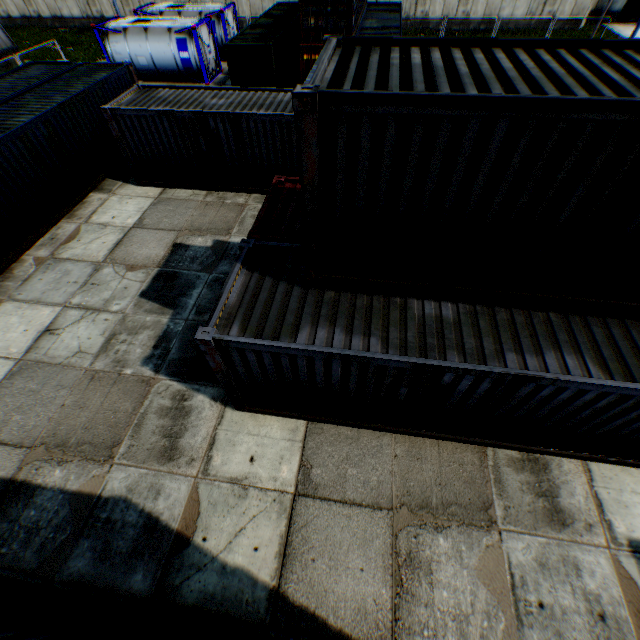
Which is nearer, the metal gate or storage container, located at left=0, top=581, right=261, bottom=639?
storage container, located at left=0, top=581, right=261, bottom=639

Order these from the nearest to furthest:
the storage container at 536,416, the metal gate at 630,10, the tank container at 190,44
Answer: the storage container at 536,416 < the tank container at 190,44 < the metal gate at 630,10

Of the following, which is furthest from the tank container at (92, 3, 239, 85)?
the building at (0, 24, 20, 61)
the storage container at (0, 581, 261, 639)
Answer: the storage container at (0, 581, 261, 639)

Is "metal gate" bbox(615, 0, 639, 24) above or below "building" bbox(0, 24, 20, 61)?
below

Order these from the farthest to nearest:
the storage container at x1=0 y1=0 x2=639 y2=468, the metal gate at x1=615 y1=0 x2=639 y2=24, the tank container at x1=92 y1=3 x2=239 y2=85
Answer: the metal gate at x1=615 y1=0 x2=639 y2=24, the tank container at x1=92 y1=3 x2=239 y2=85, the storage container at x1=0 y1=0 x2=639 y2=468

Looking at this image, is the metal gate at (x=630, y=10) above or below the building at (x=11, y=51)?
below

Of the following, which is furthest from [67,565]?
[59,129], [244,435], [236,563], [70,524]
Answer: [59,129]

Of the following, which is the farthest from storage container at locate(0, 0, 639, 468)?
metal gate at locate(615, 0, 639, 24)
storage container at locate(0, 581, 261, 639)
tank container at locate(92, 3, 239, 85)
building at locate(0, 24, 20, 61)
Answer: metal gate at locate(615, 0, 639, 24)
